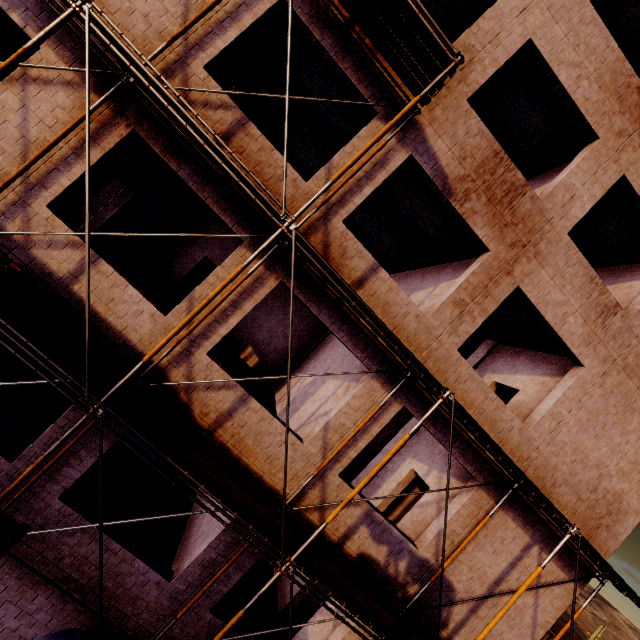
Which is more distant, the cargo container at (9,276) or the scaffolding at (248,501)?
the scaffolding at (248,501)

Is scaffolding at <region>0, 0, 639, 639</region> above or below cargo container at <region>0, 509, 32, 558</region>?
above

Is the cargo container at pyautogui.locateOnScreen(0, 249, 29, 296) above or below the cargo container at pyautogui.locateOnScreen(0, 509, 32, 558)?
above

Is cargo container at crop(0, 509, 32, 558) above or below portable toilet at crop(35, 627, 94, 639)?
above

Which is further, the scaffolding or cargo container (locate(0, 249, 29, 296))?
the scaffolding

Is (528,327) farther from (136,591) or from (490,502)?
(136,591)

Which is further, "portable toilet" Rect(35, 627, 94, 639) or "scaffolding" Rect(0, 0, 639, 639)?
"scaffolding" Rect(0, 0, 639, 639)
